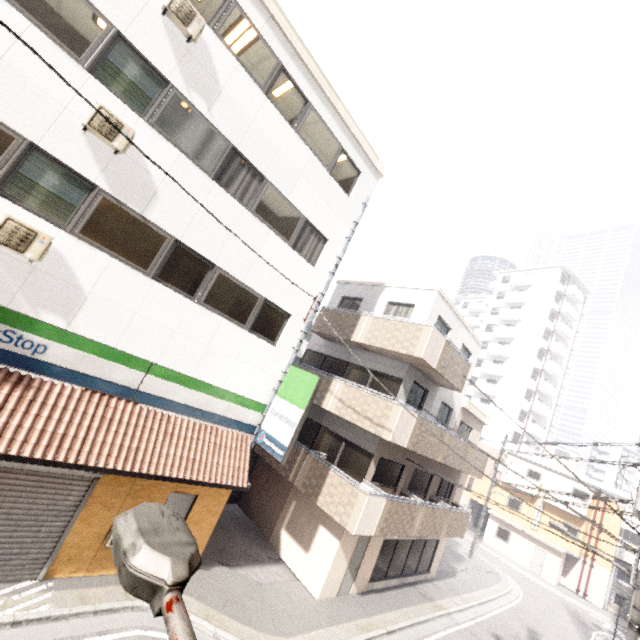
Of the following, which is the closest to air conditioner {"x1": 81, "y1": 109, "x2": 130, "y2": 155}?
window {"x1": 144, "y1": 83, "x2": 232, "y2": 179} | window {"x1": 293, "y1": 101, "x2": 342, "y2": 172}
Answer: window {"x1": 144, "y1": 83, "x2": 232, "y2": 179}

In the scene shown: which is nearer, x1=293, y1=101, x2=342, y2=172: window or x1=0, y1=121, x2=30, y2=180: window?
x1=0, y1=121, x2=30, y2=180: window

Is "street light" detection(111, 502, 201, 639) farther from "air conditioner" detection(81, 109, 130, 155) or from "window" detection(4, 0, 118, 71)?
"window" detection(4, 0, 118, 71)

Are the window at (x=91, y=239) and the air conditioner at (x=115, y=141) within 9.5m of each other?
yes

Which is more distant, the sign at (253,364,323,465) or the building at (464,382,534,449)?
the building at (464,382,534,449)

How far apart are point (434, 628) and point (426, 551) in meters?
3.9 m

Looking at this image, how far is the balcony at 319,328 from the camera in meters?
14.6 m

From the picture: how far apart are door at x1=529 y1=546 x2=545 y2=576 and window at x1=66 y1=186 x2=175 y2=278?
38.7 meters
